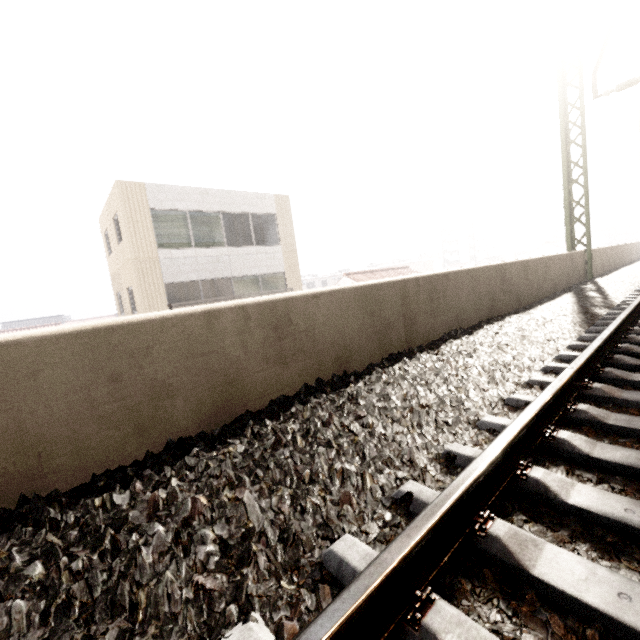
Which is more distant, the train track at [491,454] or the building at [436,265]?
the building at [436,265]

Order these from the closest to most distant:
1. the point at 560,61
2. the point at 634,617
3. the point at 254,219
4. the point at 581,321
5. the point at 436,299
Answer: the point at 634,617 → the point at 436,299 → the point at 581,321 → the point at 560,61 → the point at 254,219

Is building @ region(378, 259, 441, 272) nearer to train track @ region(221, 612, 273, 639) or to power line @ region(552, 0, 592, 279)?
power line @ region(552, 0, 592, 279)

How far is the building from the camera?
54.2 meters

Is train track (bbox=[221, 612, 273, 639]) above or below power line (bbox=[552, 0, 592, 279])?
below

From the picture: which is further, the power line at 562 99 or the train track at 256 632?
the power line at 562 99

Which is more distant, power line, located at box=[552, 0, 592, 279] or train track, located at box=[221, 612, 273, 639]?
power line, located at box=[552, 0, 592, 279]

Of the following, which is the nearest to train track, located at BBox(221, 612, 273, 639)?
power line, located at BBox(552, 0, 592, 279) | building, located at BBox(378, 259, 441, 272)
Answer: power line, located at BBox(552, 0, 592, 279)
